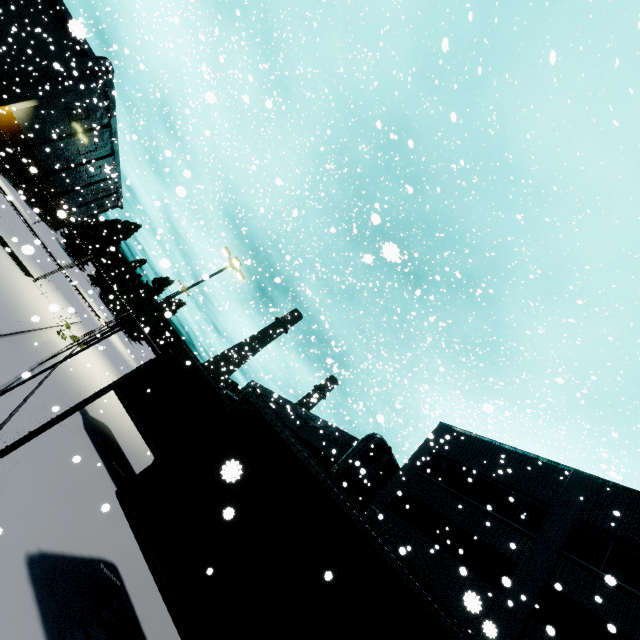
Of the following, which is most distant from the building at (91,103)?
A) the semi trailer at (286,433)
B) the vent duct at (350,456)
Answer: the semi trailer at (286,433)

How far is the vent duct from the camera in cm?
2177

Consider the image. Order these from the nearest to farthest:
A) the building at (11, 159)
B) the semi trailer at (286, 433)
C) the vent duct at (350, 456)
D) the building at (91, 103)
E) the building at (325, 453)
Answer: the semi trailer at (286, 433)
the vent duct at (350, 456)
the building at (325, 453)
the building at (91, 103)
the building at (11, 159)

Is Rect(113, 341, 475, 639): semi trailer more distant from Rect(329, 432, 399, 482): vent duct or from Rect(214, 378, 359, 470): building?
Rect(214, 378, 359, 470): building

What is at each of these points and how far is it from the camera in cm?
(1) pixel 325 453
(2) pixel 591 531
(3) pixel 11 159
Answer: (1) building, 2638
(2) building, 1373
(3) building, 4319

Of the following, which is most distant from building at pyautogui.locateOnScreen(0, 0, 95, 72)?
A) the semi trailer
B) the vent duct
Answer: the semi trailer

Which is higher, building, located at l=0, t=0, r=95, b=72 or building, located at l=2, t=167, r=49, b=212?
building, located at l=0, t=0, r=95, b=72
